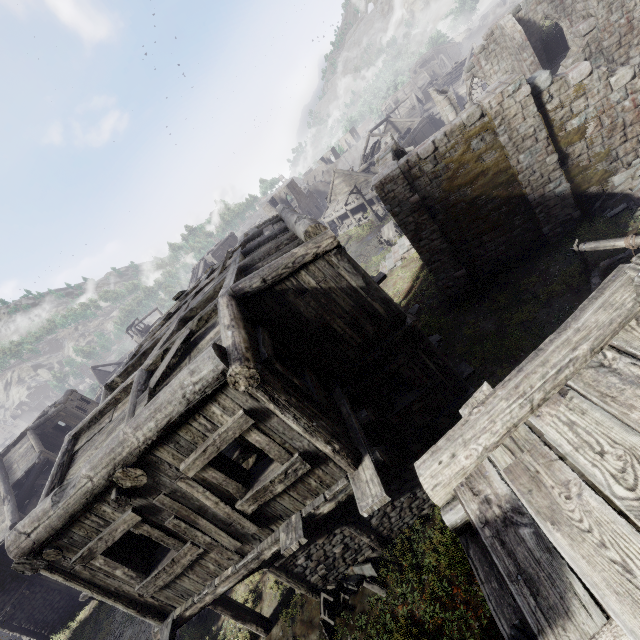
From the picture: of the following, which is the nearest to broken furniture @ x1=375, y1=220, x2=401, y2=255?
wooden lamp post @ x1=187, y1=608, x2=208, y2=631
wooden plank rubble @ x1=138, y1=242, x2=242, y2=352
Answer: wooden plank rubble @ x1=138, y1=242, x2=242, y2=352

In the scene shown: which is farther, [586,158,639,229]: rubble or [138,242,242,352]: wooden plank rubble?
[586,158,639,229]: rubble

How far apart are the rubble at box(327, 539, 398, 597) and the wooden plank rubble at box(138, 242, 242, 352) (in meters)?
8.84

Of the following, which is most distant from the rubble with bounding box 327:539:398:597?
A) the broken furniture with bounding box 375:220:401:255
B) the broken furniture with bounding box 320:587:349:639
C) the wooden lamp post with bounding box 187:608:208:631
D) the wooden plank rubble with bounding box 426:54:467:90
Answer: the wooden plank rubble with bounding box 426:54:467:90

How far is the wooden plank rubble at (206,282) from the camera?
9.4m

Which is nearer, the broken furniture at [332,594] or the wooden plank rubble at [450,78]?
the broken furniture at [332,594]

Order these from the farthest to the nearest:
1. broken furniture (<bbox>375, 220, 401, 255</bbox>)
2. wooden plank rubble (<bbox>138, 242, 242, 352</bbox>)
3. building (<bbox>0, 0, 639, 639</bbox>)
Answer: broken furniture (<bbox>375, 220, 401, 255</bbox>) < wooden plank rubble (<bbox>138, 242, 242, 352</bbox>) < building (<bbox>0, 0, 639, 639</bbox>)

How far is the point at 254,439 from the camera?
4.8 meters
